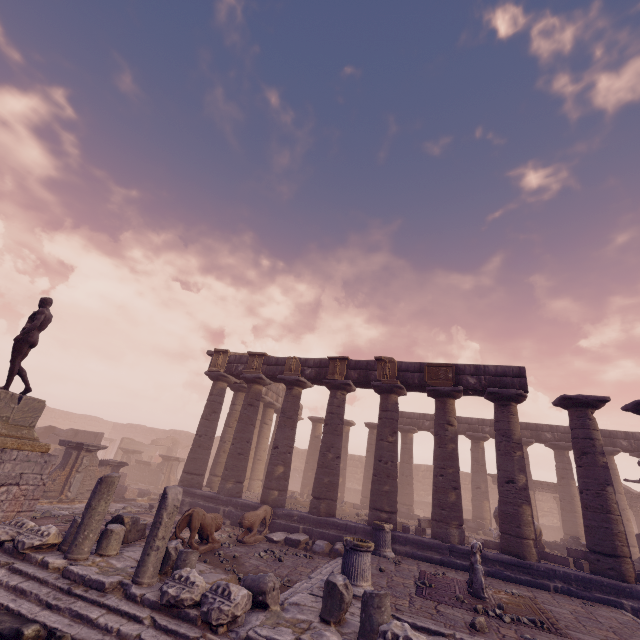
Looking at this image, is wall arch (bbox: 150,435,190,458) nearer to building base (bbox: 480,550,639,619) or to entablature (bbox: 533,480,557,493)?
building base (bbox: 480,550,639,619)

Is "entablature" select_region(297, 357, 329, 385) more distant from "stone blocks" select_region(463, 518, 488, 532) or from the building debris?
the building debris

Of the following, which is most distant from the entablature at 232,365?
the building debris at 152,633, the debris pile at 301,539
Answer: the building debris at 152,633

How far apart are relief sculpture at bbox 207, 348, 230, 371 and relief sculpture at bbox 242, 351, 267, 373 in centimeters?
114cm

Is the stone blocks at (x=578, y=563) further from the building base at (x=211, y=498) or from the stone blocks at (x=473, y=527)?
the stone blocks at (x=473, y=527)

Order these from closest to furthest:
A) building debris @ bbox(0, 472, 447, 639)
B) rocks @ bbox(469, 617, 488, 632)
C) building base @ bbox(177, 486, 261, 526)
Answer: building debris @ bbox(0, 472, 447, 639)
rocks @ bbox(469, 617, 488, 632)
building base @ bbox(177, 486, 261, 526)

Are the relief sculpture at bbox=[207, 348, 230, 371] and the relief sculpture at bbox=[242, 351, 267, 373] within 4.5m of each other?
yes

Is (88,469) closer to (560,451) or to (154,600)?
(154,600)
